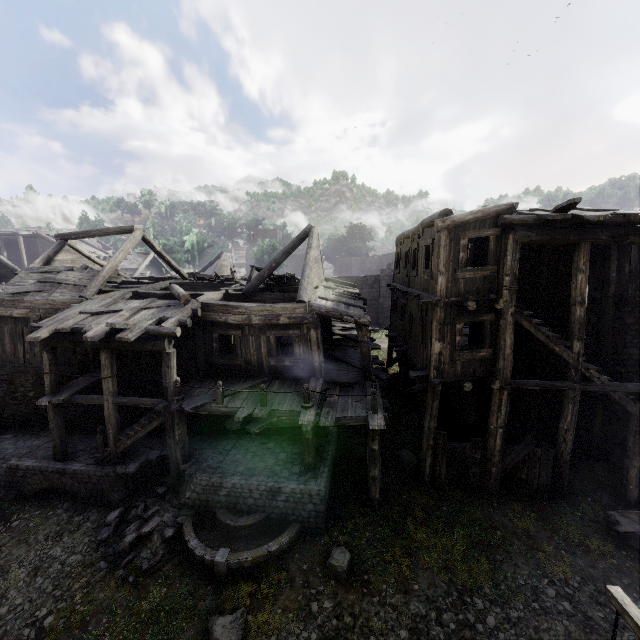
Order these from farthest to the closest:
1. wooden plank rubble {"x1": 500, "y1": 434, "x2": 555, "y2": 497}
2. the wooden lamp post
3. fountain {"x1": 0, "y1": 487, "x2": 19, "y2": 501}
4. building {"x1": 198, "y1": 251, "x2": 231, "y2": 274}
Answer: building {"x1": 198, "y1": 251, "x2": 231, "y2": 274}
fountain {"x1": 0, "y1": 487, "x2": 19, "y2": 501}
wooden plank rubble {"x1": 500, "y1": 434, "x2": 555, "y2": 497}
the wooden lamp post

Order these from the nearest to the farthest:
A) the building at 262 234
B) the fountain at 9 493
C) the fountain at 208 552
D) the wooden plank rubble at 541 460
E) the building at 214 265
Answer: the fountain at 208 552, the wooden plank rubble at 541 460, the fountain at 9 493, the building at 214 265, the building at 262 234

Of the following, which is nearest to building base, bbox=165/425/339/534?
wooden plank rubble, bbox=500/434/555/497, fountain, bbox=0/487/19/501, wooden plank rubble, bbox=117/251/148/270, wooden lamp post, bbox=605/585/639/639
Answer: fountain, bbox=0/487/19/501

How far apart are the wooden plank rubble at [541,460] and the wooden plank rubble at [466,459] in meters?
0.5 m

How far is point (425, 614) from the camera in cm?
834

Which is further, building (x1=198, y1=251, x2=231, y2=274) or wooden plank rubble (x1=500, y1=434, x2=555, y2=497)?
building (x1=198, y1=251, x2=231, y2=274)

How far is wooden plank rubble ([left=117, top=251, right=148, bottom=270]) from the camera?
37.8m

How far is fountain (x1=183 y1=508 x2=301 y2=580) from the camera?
9.2 meters
